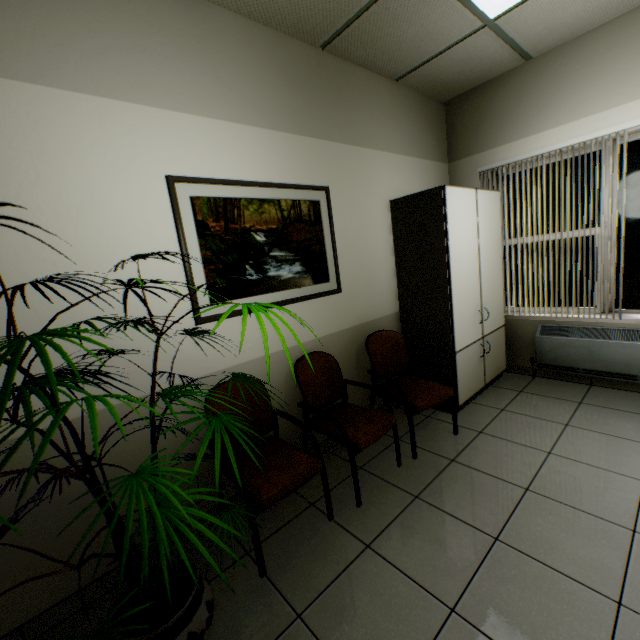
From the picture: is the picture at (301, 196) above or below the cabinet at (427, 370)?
above

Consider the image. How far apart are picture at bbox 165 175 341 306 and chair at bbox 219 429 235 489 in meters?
0.5

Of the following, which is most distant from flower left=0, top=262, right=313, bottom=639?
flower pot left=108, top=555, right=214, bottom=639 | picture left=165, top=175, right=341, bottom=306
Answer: picture left=165, top=175, right=341, bottom=306

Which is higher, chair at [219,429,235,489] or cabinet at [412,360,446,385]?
chair at [219,429,235,489]

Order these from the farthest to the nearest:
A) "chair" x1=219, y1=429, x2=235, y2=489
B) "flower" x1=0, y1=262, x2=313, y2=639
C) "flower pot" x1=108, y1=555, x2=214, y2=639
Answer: "chair" x1=219, y1=429, x2=235, y2=489
"flower pot" x1=108, y1=555, x2=214, y2=639
"flower" x1=0, y1=262, x2=313, y2=639

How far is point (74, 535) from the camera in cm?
167

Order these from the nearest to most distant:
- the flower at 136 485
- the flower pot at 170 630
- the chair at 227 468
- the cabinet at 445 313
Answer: the flower at 136 485 → the flower pot at 170 630 → the chair at 227 468 → the cabinet at 445 313

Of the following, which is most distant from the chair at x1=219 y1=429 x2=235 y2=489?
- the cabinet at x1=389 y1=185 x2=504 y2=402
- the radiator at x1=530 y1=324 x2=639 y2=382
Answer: the radiator at x1=530 y1=324 x2=639 y2=382
